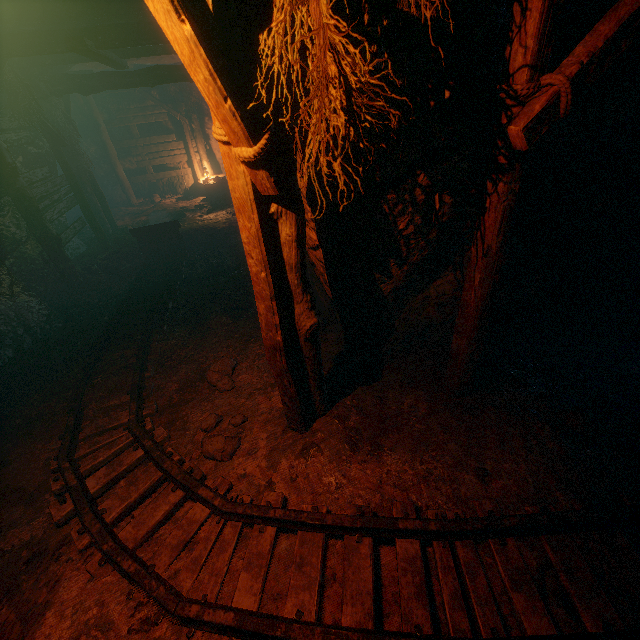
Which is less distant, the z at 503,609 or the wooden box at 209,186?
the z at 503,609

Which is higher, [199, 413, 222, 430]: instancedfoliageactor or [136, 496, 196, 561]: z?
[199, 413, 222, 430]: instancedfoliageactor

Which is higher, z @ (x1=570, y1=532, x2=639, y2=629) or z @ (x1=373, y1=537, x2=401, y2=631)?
z @ (x1=570, y1=532, x2=639, y2=629)

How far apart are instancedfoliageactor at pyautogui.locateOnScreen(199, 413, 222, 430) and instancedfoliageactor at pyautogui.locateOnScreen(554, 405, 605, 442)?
3.42m

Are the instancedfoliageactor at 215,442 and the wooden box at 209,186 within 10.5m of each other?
no

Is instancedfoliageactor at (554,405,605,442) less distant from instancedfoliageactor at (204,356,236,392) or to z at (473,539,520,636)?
z at (473,539,520,636)

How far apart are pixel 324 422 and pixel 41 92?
9.51m

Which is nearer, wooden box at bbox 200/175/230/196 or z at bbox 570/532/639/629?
z at bbox 570/532/639/629
